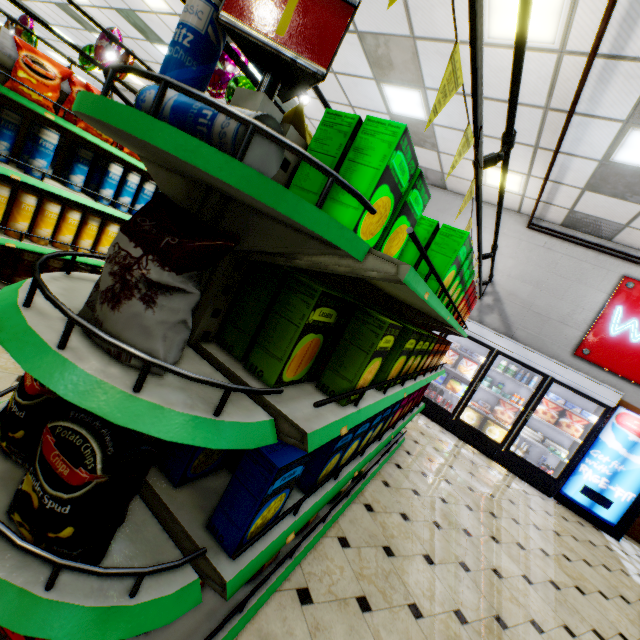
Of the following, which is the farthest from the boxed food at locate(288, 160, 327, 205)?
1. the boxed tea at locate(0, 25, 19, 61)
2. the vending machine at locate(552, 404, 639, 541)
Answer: the vending machine at locate(552, 404, 639, 541)

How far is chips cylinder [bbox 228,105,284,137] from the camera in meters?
0.7

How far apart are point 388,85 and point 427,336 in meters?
5.1

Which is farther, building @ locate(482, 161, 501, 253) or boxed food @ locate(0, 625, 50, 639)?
building @ locate(482, 161, 501, 253)

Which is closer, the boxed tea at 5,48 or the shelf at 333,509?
the shelf at 333,509

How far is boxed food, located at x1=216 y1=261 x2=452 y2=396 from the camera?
1.1 meters

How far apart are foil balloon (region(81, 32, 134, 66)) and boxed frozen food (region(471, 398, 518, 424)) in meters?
9.0

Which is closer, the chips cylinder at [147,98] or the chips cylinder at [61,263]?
the chips cylinder at [147,98]
